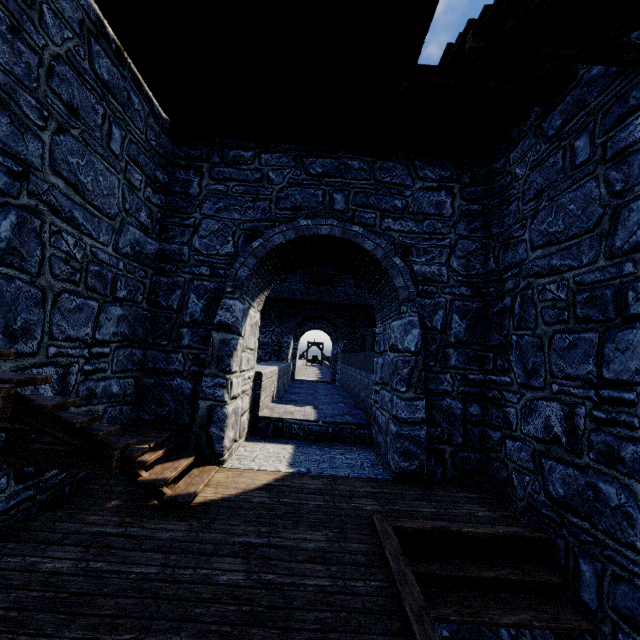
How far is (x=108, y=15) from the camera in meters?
4.0 m
